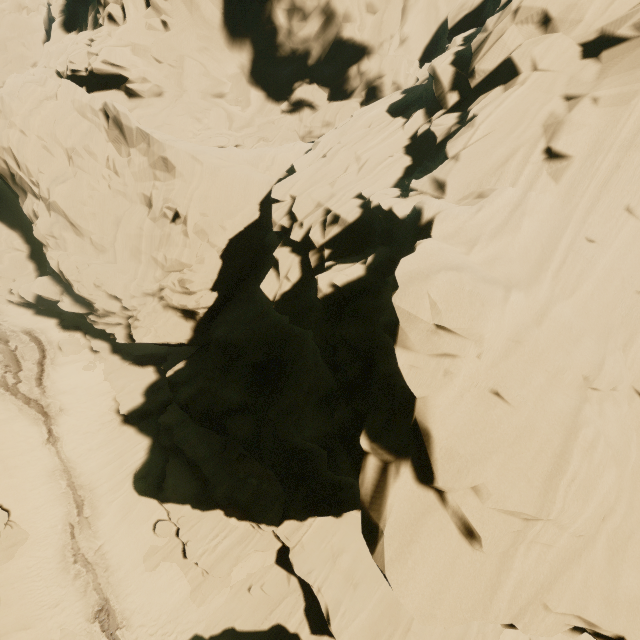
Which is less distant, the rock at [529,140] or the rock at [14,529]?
the rock at [529,140]

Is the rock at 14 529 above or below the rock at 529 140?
below

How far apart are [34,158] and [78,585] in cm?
2421

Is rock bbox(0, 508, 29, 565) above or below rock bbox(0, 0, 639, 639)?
below

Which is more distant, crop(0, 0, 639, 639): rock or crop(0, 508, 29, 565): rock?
crop(0, 508, 29, 565): rock
